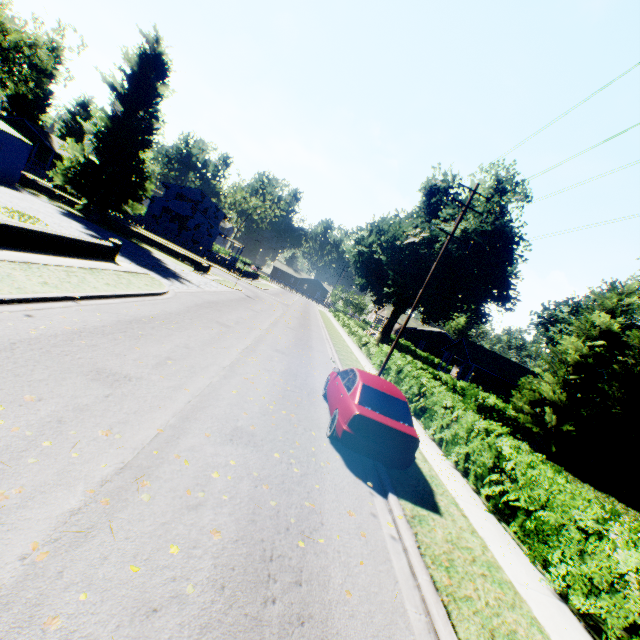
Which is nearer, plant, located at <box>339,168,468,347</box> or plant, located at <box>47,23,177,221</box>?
plant, located at <box>47,23,177,221</box>

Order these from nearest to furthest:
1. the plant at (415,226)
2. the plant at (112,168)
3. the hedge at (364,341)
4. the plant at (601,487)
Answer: the plant at (601,487), the hedge at (364,341), the plant at (112,168), the plant at (415,226)

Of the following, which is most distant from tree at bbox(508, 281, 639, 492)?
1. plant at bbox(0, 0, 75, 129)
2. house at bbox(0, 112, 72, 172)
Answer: house at bbox(0, 112, 72, 172)

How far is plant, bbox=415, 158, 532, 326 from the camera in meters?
30.8 m

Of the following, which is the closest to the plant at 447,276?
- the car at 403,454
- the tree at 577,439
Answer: the tree at 577,439

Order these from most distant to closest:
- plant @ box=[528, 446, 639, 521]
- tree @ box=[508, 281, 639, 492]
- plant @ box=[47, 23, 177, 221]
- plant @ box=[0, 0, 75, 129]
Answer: plant @ box=[0, 0, 75, 129]
plant @ box=[47, 23, 177, 221]
tree @ box=[508, 281, 639, 492]
plant @ box=[528, 446, 639, 521]

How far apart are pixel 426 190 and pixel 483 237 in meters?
8.9
